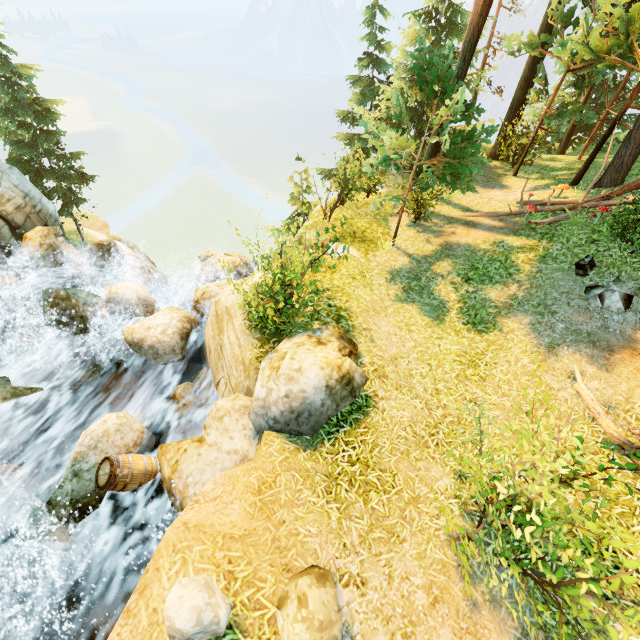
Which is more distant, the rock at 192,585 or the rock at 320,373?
the rock at 320,373

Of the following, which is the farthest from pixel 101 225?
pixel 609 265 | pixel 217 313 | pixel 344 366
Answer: pixel 609 265

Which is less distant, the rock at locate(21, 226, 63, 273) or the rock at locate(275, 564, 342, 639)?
the rock at locate(275, 564, 342, 639)

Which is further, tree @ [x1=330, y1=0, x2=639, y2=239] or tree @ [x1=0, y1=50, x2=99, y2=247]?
tree @ [x1=0, y1=50, x2=99, y2=247]

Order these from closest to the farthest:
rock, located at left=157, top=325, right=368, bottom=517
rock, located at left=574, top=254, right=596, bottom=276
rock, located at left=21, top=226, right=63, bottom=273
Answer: rock, located at left=157, top=325, right=368, bottom=517, rock, located at left=574, top=254, right=596, bottom=276, rock, located at left=21, top=226, right=63, bottom=273

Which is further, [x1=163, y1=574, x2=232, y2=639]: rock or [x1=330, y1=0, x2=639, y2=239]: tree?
[x1=330, y1=0, x2=639, y2=239]: tree

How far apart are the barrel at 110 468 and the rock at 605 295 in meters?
11.1 m

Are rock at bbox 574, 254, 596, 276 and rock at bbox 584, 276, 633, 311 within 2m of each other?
yes
